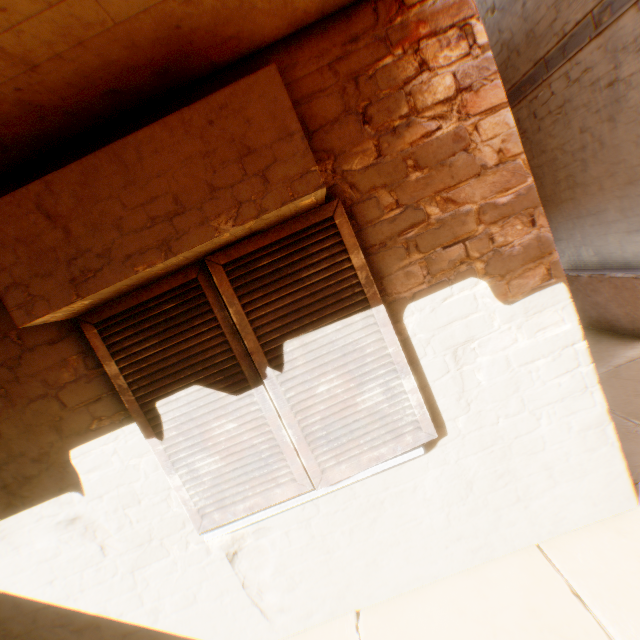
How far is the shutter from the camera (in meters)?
1.81

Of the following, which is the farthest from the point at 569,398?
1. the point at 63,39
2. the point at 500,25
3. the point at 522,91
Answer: the point at 500,25

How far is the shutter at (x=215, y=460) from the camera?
1.81m
